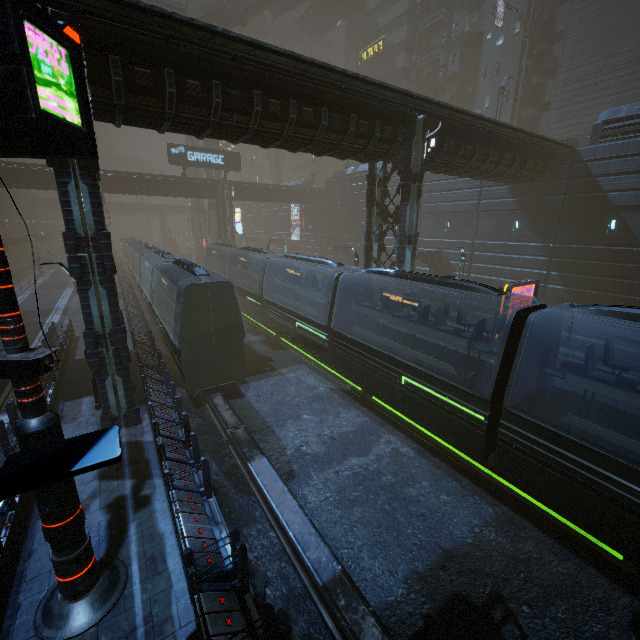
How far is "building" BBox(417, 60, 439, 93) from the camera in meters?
41.2

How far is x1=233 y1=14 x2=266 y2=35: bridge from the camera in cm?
5609

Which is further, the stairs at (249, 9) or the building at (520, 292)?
the stairs at (249, 9)

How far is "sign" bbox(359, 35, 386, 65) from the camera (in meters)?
43.66

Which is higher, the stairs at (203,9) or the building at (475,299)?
the stairs at (203,9)

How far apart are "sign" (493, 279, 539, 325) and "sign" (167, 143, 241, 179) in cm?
3324

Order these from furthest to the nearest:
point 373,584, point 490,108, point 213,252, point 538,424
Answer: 1. point 490,108
2. point 213,252
3. point 538,424
4. point 373,584

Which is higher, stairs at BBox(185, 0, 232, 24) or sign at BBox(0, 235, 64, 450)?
stairs at BBox(185, 0, 232, 24)
